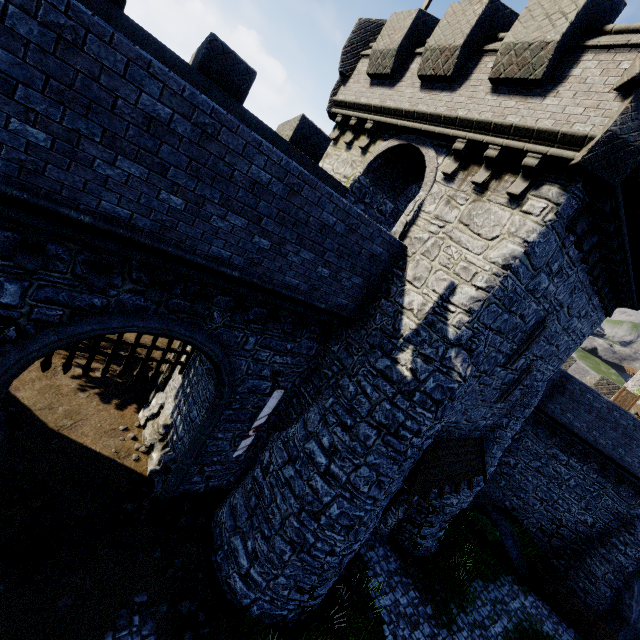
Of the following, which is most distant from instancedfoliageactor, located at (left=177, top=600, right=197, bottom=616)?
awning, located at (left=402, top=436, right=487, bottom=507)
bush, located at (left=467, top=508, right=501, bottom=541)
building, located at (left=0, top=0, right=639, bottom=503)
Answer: bush, located at (left=467, top=508, right=501, bottom=541)

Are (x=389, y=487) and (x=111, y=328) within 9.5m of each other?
yes

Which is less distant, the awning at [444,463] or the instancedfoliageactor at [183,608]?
the instancedfoliageactor at [183,608]

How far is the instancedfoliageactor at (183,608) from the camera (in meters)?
8.45

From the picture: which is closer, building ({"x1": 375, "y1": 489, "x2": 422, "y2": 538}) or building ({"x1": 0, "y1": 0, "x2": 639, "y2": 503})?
building ({"x1": 0, "y1": 0, "x2": 639, "y2": 503})

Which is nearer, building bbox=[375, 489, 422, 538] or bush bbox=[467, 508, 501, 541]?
building bbox=[375, 489, 422, 538]

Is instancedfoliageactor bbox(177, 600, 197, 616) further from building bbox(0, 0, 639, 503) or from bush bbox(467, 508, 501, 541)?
bush bbox(467, 508, 501, 541)

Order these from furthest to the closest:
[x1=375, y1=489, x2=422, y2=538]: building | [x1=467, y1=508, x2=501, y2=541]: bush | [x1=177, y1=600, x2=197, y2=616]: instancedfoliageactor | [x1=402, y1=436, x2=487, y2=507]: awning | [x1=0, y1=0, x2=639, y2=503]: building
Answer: [x1=467, y1=508, x2=501, y2=541]: bush → [x1=375, y1=489, x2=422, y2=538]: building → [x1=402, y1=436, x2=487, y2=507]: awning → [x1=177, y1=600, x2=197, y2=616]: instancedfoliageactor → [x1=0, y1=0, x2=639, y2=503]: building
